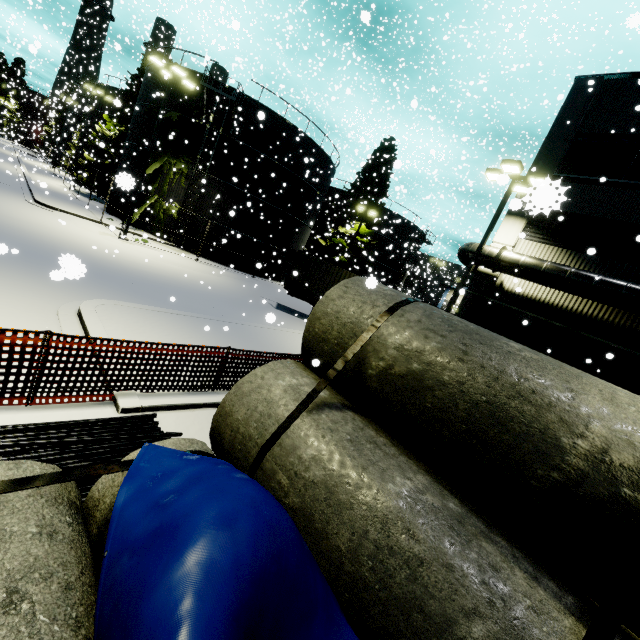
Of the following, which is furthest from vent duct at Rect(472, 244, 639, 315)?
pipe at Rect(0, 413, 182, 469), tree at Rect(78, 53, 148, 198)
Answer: pipe at Rect(0, 413, 182, 469)

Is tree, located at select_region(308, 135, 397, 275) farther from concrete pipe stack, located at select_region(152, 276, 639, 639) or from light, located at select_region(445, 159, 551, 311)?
light, located at select_region(445, 159, 551, 311)

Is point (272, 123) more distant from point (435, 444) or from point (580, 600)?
point (580, 600)

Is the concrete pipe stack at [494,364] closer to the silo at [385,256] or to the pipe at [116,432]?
the pipe at [116,432]

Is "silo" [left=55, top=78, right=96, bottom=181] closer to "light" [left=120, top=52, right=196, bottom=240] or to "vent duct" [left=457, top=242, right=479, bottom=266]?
"vent duct" [left=457, top=242, right=479, bottom=266]

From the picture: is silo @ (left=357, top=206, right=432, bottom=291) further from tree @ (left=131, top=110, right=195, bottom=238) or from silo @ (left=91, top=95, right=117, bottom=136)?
silo @ (left=91, top=95, right=117, bottom=136)

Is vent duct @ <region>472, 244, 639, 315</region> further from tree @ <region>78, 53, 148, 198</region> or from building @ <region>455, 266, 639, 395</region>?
tree @ <region>78, 53, 148, 198</region>

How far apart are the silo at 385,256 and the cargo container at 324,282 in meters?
20.0 m
